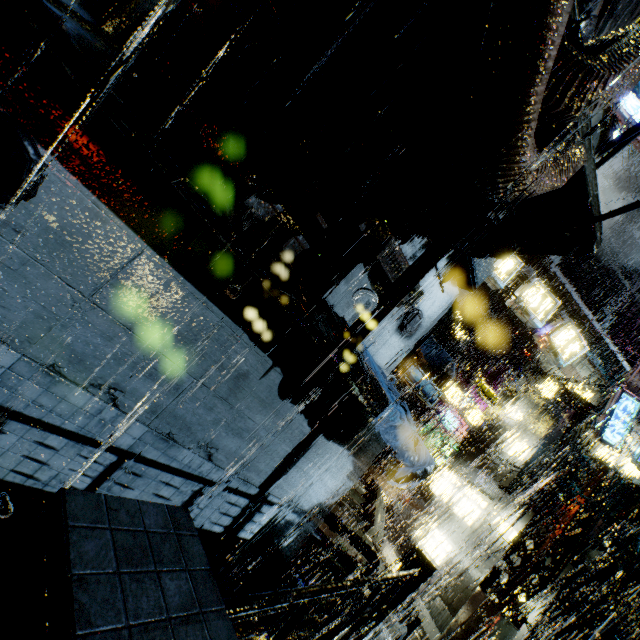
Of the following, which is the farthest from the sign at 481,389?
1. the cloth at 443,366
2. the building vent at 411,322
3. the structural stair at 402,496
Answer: the building vent at 411,322

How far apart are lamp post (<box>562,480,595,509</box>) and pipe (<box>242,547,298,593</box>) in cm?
1069

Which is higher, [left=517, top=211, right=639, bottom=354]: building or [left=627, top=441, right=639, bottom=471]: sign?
[left=517, top=211, right=639, bottom=354]: building

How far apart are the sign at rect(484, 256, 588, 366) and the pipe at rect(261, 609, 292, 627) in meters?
11.4 m

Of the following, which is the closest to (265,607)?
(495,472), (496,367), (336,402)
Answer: (336,402)

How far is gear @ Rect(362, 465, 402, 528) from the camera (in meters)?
24.44

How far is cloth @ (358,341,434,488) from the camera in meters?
6.8 m

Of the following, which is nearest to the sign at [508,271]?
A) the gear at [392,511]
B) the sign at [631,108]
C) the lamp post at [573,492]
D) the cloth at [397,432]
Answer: the lamp post at [573,492]
